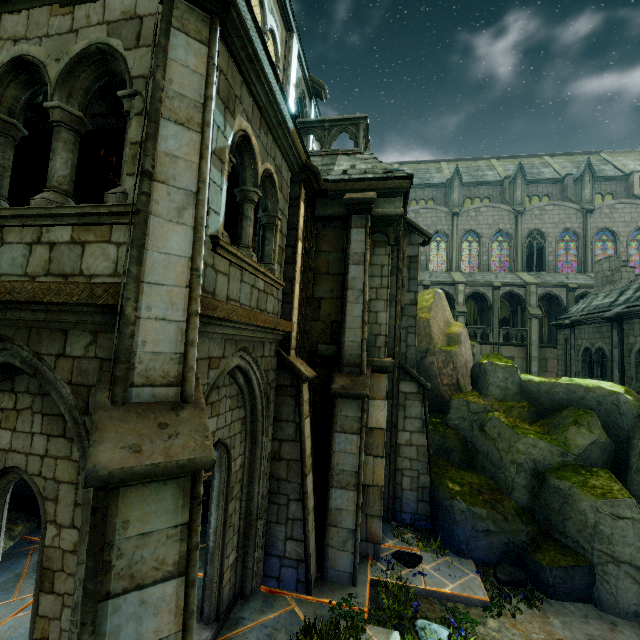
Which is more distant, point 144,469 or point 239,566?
point 239,566

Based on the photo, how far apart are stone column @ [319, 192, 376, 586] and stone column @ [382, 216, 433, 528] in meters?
1.6

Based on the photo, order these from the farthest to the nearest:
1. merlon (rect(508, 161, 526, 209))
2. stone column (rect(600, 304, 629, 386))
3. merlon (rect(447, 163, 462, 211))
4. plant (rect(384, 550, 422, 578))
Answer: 1. merlon (rect(447, 163, 462, 211))
2. merlon (rect(508, 161, 526, 209))
3. stone column (rect(600, 304, 629, 386))
4. plant (rect(384, 550, 422, 578))

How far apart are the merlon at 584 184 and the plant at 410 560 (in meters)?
36.59

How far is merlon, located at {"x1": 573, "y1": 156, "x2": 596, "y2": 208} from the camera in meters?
30.9

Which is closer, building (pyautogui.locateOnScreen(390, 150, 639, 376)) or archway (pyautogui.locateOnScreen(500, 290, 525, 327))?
archway (pyautogui.locateOnScreen(500, 290, 525, 327))

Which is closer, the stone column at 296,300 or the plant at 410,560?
the stone column at 296,300

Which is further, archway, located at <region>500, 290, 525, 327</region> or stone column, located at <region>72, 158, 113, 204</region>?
archway, located at <region>500, 290, 525, 327</region>
